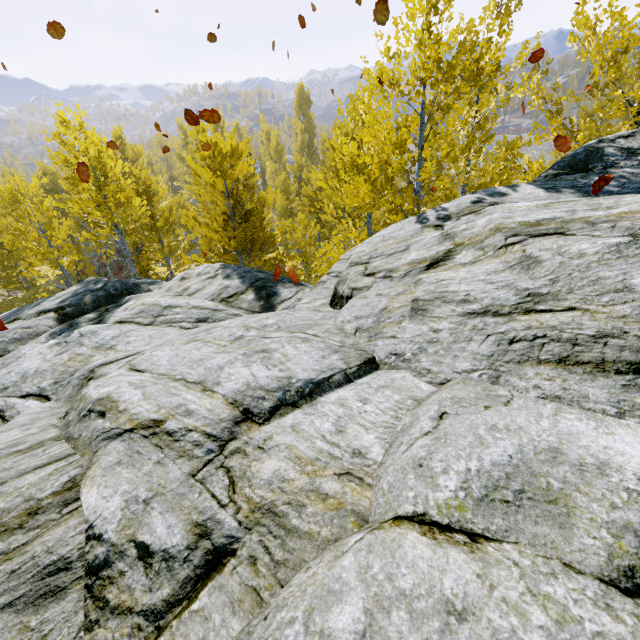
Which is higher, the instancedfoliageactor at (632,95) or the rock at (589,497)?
the instancedfoliageactor at (632,95)

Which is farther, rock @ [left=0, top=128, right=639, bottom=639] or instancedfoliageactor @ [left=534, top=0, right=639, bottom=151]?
instancedfoliageactor @ [left=534, top=0, right=639, bottom=151]

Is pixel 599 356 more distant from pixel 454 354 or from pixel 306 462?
Result: pixel 306 462

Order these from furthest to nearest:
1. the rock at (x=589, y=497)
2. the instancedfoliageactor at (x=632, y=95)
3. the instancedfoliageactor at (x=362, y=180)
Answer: the instancedfoliageactor at (x=362, y=180) → the instancedfoliageactor at (x=632, y=95) → the rock at (x=589, y=497)

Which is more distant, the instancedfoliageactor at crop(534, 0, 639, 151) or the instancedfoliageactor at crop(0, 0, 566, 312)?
the instancedfoliageactor at crop(0, 0, 566, 312)

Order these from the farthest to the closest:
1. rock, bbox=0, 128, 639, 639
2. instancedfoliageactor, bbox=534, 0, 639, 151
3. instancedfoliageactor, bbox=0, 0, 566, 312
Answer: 1. instancedfoliageactor, bbox=0, 0, 566, 312
2. instancedfoliageactor, bbox=534, 0, 639, 151
3. rock, bbox=0, 128, 639, 639

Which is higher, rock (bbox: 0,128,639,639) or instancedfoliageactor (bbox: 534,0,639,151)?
instancedfoliageactor (bbox: 534,0,639,151)
